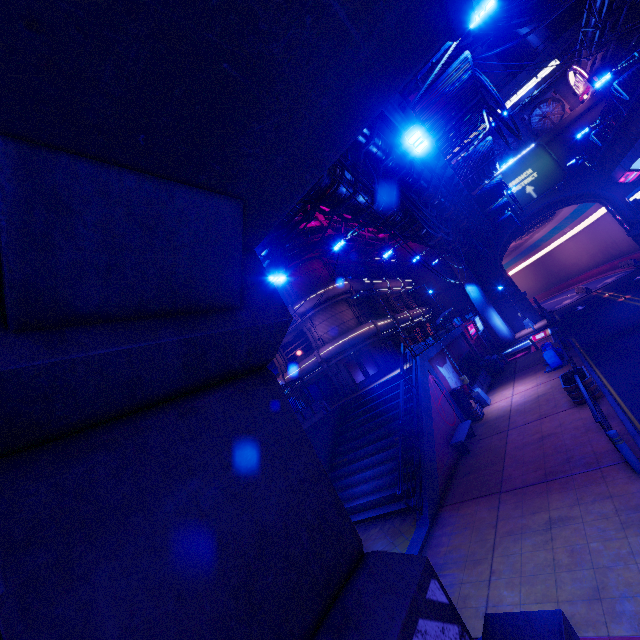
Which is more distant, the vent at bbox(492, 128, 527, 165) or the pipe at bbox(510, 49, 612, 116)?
the vent at bbox(492, 128, 527, 165)

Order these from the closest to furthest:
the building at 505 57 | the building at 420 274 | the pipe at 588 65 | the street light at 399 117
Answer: the street light at 399 117, the pipe at 588 65, the building at 420 274, the building at 505 57

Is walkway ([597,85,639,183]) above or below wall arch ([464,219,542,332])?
above

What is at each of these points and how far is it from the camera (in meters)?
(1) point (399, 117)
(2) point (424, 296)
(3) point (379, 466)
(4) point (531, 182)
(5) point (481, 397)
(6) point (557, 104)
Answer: (1) street light, 4.92
(2) building, 45.84
(3) stair, 14.81
(4) sign, 38.50
(5) street light, 19.50
(6) vent, 38.72

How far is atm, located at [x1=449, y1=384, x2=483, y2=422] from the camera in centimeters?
1778cm

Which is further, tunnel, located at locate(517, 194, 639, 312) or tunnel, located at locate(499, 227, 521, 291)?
tunnel, located at locate(499, 227, 521, 291)

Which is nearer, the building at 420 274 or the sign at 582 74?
the sign at 582 74

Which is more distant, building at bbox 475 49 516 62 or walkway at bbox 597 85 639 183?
building at bbox 475 49 516 62
